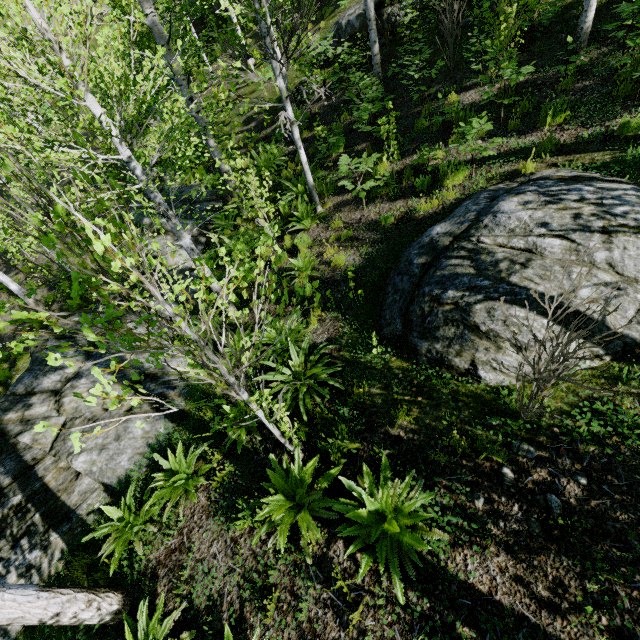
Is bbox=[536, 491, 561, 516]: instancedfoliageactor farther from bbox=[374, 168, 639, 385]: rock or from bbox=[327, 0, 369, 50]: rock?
bbox=[374, 168, 639, 385]: rock

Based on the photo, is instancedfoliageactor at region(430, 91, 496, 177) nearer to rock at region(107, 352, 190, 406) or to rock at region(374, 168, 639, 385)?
rock at region(107, 352, 190, 406)

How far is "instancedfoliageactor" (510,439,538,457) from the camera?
3.3m

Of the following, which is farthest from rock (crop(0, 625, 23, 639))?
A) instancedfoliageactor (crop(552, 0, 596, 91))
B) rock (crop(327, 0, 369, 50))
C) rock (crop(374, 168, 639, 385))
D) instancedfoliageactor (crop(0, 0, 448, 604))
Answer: instancedfoliageactor (crop(552, 0, 596, 91))

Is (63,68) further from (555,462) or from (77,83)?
(555,462)

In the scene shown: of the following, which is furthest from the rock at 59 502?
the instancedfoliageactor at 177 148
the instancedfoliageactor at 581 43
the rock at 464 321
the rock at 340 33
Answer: the instancedfoliageactor at 581 43

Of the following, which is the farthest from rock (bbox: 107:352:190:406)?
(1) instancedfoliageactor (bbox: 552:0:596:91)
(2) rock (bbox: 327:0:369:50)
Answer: (1) instancedfoliageactor (bbox: 552:0:596:91)

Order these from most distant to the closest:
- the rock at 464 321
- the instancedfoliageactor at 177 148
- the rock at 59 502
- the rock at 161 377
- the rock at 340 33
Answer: the rock at 340 33 → the rock at 161 377 → the rock at 59 502 → the rock at 464 321 → the instancedfoliageactor at 177 148
